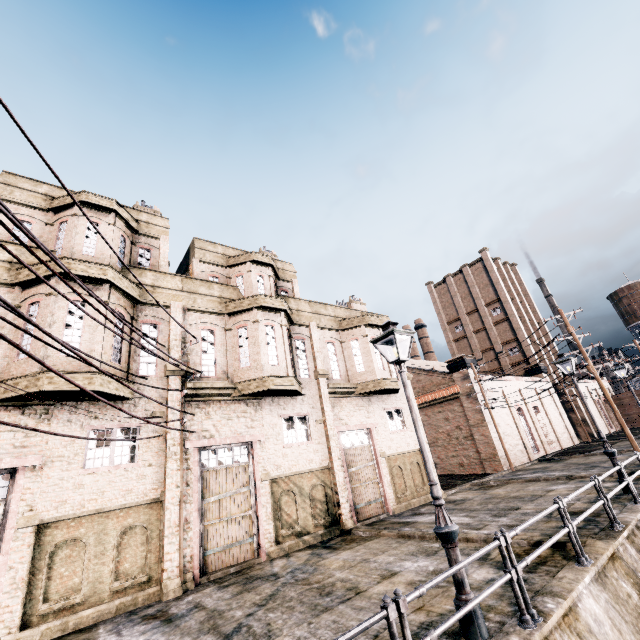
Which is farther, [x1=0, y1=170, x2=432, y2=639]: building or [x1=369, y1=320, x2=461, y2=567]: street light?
[x1=0, y1=170, x2=432, y2=639]: building

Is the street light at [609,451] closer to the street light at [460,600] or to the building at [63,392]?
the building at [63,392]

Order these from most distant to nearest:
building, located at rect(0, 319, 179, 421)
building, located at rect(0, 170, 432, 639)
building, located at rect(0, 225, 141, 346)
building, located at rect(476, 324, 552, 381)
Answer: building, located at rect(476, 324, 552, 381) < building, located at rect(0, 225, 141, 346) < building, located at rect(0, 319, 179, 421) < building, located at rect(0, 170, 432, 639)

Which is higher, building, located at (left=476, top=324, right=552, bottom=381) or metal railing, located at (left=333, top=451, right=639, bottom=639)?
building, located at (left=476, top=324, right=552, bottom=381)

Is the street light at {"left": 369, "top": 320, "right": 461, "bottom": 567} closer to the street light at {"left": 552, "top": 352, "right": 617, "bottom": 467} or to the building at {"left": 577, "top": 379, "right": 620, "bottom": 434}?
the building at {"left": 577, "top": 379, "right": 620, "bottom": 434}

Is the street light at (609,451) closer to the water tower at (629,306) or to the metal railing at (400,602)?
the metal railing at (400,602)

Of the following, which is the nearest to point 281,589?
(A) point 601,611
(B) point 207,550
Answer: (B) point 207,550

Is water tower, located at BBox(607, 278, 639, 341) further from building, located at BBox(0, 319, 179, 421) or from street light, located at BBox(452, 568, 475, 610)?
street light, located at BBox(452, 568, 475, 610)
